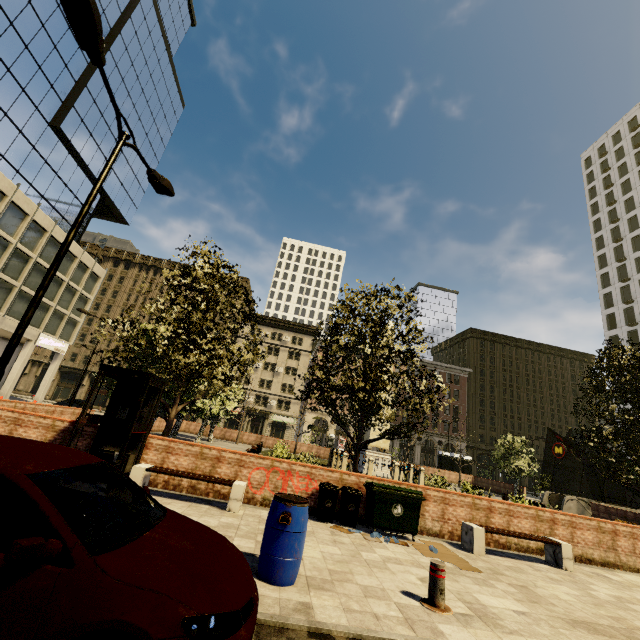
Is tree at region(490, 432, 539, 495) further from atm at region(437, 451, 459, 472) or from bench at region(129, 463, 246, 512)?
atm at region(437, 451, 459, 472)

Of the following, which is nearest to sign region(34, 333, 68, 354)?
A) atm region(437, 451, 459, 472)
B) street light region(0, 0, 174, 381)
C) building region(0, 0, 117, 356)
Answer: building region(0, 0, 117, 356)

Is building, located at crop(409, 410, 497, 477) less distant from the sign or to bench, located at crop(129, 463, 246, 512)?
the sign

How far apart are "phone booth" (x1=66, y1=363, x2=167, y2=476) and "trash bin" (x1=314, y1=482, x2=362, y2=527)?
4.80m

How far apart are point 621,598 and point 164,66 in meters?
64.7 m

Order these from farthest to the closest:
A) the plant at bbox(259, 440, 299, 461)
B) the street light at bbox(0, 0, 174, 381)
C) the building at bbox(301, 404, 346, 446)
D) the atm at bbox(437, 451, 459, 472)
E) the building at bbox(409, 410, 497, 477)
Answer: the building at bbox(409, 410, 497, 477), the building at bbox(301, 404, 346, 446), the atm at bbox(437, 451, 459, 472), the plant at bbox(259, 440, 299, 461), the street light at bbox(0, 0, 174, 381)

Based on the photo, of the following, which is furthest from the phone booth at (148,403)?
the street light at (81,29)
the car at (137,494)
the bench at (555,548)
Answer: the bench at (555,548)

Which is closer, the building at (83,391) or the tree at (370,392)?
the tree at (370,392)
